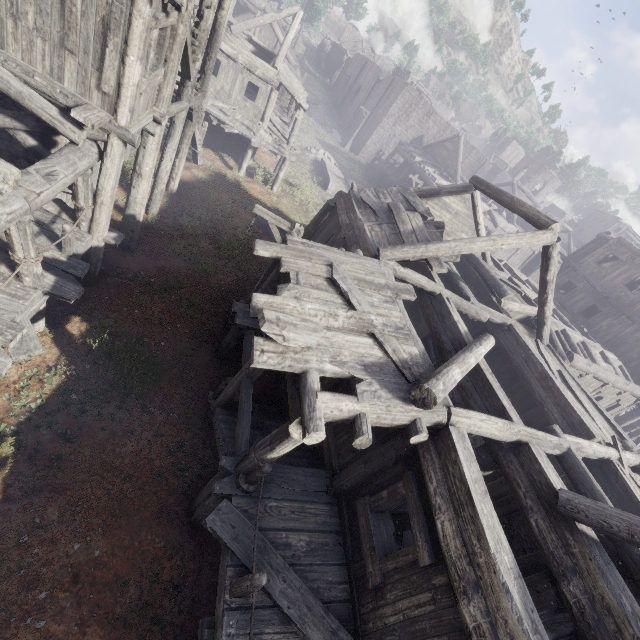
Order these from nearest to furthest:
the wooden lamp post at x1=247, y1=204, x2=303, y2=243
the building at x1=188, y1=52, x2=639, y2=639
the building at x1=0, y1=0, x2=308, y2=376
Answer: the building at x1=188, y1=52, x2=639, y2=639 < the building at x1=0, y1=0, x2=308, y2=376 < the wooden lamp post at x1=247, y1=204, x2=303, y2=243

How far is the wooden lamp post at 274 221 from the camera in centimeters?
902cm

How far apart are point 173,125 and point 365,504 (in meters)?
13.06

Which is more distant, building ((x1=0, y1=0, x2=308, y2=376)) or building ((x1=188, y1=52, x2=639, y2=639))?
building ((x1=0, y1=0, x2=308, y2=376))

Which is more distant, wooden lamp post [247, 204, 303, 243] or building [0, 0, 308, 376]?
wooden lamp post [247, 204, 303, 243]

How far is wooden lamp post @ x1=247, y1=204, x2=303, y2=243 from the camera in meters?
9.0

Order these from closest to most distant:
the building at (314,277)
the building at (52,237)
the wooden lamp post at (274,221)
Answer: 1. the building at (314,277)
2. the building at (52,237)
3. the wooden lamp post at (274,221)
